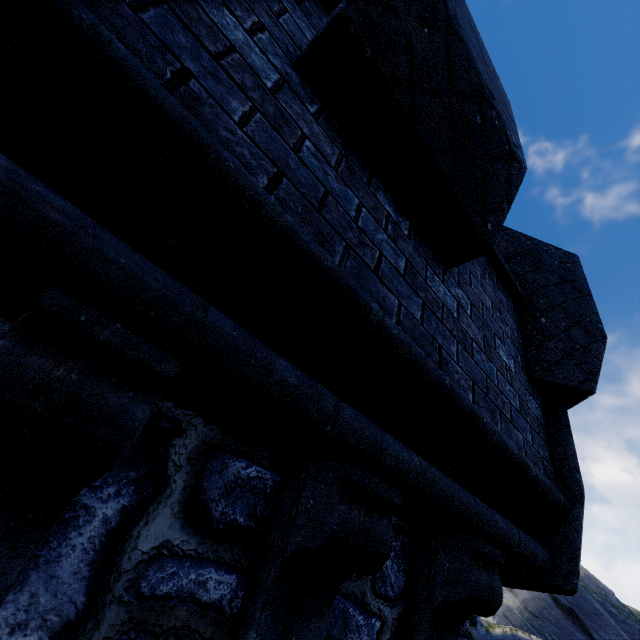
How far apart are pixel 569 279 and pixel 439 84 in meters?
2.8 m
